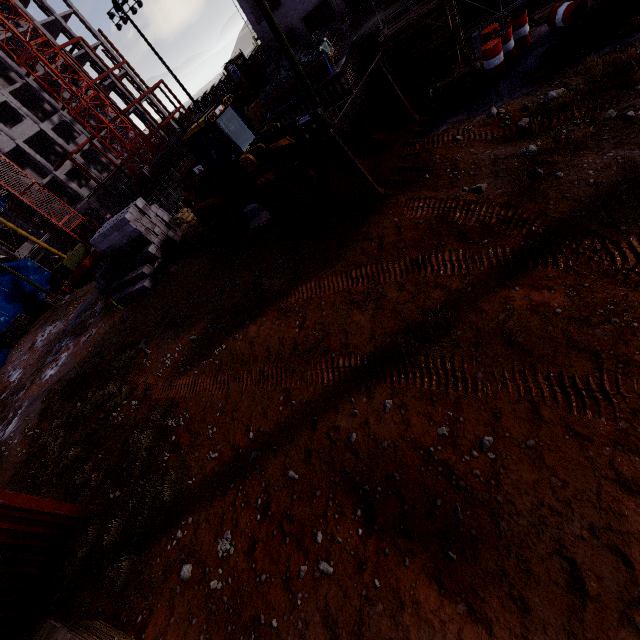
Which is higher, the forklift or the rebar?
the forklift

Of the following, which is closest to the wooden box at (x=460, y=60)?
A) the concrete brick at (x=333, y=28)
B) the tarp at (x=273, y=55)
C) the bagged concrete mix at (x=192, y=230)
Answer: the bagged concrete mix at (x=192, y=230)

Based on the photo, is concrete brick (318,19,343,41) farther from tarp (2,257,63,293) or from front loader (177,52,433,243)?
tarp (2,257,63,293)

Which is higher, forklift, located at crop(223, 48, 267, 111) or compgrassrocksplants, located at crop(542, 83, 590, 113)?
forklift, located at crop(223, 48, 267, 111)

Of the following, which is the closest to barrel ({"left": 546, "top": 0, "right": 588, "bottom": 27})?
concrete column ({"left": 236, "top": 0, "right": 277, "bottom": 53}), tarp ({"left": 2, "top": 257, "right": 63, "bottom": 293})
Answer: concrete column ({"left": 236, "top": 0, "right": 277, "bottom": 53})

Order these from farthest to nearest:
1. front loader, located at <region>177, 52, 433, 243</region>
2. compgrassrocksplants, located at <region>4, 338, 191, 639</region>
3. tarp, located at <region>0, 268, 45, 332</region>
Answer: tarp, located at <region>0, 268, 45, 332</region>
front loader, located at <region>177, 52, 433, 243</region>
compgrassrocksplants, located at <region>4, 338, 191, 639</region>

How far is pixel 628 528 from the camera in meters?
3.4 m

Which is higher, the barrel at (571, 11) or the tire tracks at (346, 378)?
the barrel at (571, 11)
